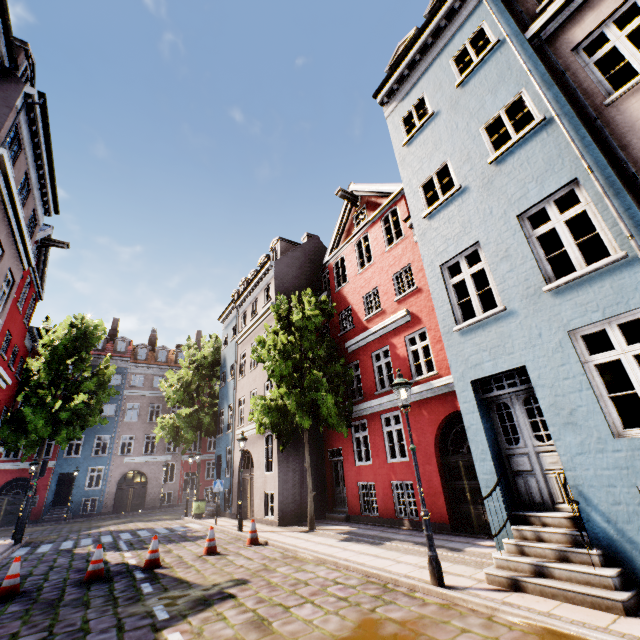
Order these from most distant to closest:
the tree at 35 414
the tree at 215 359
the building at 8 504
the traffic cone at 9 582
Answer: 1. the building at 8 504
2. the tree at 215 359
3. the tree at 35 414
4. the traffic cone at 9 582

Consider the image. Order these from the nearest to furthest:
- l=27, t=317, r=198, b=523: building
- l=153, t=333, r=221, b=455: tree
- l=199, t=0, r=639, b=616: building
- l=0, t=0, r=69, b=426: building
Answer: l=199, t=0, r=639, b=616: building, l=0, t=0, r=69, b=426: building, l=153, t=333, r=221, b=455: tree, l=27, t=317, r=198, b=523: building

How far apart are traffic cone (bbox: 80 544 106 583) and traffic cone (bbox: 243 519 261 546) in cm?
392

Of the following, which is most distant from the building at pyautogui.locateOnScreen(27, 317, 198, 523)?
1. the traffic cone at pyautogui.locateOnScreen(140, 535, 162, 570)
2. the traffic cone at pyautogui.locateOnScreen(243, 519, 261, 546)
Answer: the traffic cone at pyautogui.locateOnScreen(140, 535, 162, 570)

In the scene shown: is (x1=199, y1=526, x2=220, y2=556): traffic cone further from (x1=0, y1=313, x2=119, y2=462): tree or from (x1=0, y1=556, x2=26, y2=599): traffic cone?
(x1=0, y1=313, x2=119, y2=462): tree

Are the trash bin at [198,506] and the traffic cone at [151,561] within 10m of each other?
no

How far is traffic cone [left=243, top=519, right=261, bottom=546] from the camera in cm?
1065

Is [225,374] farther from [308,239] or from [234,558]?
[234,558]
